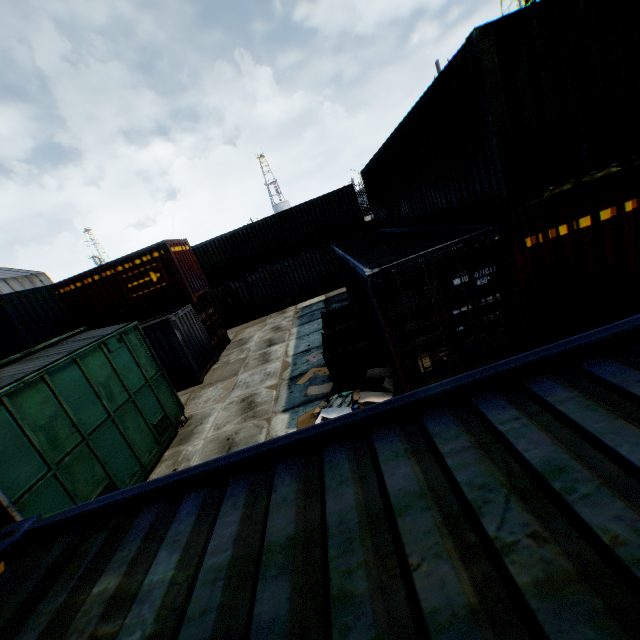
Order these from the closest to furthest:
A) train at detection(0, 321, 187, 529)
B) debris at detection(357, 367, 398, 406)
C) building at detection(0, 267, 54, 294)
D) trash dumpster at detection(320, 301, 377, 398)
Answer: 1. train at detection(0, 321, 187, 529)
2. debris at detection(357, 367, 398, 406)
3. trash dumpster at detection(320, 301, 377, 398)
4. building at detection(0, 267, 54, 294)

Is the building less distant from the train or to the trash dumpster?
the train

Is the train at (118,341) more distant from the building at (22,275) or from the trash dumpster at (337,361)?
the building at (22,275)

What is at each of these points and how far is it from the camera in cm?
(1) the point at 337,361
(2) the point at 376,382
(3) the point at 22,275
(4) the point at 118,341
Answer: (1) trash dumpster, 794
(2) debris, 744
(3) building, 3897
(4) train, 841

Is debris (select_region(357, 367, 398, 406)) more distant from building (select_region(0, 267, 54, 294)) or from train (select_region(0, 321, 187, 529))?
building (select_region(0, 267, 54, 294))

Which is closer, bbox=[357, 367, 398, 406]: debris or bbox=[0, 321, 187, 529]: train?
bbox=[0, 321, 187, 529]: train

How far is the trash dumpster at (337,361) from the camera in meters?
7.9 m

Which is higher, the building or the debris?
the building
